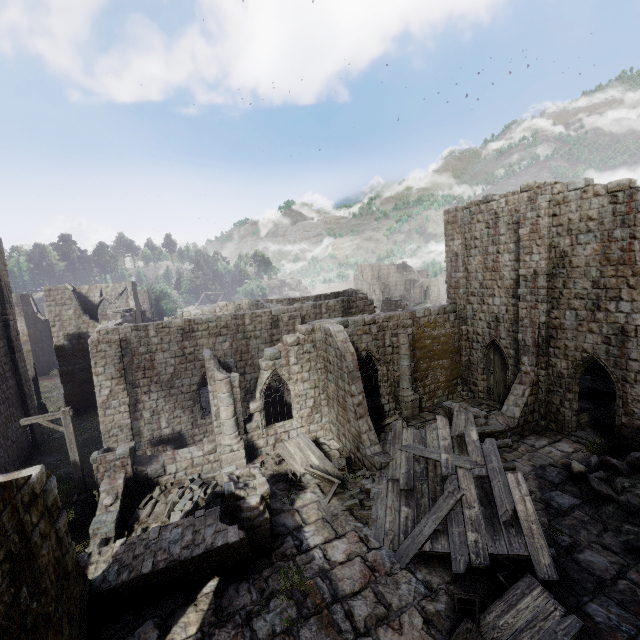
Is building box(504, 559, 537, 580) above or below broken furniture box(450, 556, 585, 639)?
below

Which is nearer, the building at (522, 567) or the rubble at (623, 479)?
the building at (522, 567)

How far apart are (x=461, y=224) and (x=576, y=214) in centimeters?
606cm

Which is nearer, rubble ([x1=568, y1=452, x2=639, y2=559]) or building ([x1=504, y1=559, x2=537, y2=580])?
building ([x1=504, y1=559, x2=537, y2=580])

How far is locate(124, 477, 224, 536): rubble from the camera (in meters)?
11.47

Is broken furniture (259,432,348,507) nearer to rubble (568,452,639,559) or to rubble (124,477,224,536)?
rubble (124,477,224,536)

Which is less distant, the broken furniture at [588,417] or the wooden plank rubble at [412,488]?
the wooden plank rubble at [412,488]

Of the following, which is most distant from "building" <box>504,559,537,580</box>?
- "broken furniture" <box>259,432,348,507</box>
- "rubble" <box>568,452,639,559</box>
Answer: "broken furniture" <box>259,432,348,507</box>
